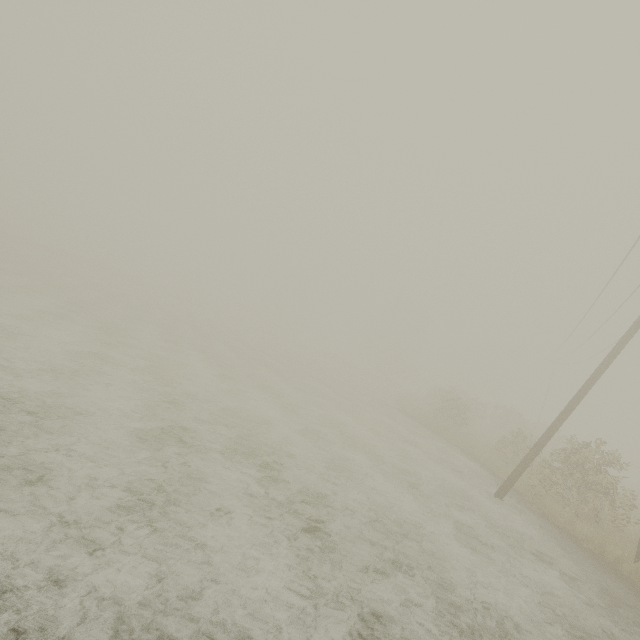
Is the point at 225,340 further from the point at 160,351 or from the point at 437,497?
the point at 437,497
